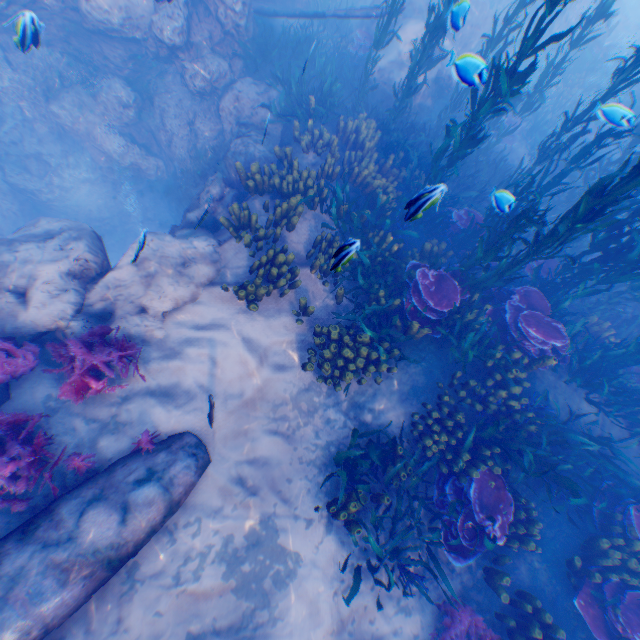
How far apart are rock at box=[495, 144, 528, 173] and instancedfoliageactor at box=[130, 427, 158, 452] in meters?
14.9 m

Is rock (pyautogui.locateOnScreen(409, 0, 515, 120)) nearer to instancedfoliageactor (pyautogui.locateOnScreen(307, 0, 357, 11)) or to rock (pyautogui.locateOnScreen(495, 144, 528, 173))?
instancedfoliageactor (pyautogui.locateOnScreen(307, 0, 357, 11))

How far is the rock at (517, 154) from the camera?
12.68m

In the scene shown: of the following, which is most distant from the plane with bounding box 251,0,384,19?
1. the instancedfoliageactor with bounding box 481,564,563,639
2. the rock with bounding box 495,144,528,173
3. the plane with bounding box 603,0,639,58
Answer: the plane with bounding box 603,0,639,58

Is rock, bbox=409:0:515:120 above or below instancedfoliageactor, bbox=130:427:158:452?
above

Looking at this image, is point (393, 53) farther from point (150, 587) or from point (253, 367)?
point (150, 587)

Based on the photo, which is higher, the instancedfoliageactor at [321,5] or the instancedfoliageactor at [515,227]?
the instancedfoliageactor at [515,227]

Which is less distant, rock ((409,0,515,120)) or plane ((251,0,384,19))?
rock ((409,0,515,120))
